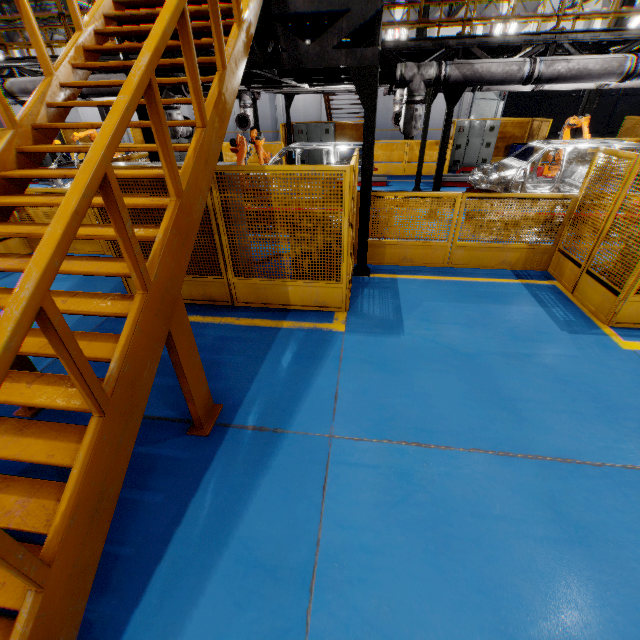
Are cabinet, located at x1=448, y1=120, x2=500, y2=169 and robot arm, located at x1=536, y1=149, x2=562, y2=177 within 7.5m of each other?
yes

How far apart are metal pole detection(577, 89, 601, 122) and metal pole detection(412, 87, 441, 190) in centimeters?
821cm

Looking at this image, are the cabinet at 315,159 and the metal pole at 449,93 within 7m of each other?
no

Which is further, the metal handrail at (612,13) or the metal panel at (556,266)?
the metal handrail at (612,13)

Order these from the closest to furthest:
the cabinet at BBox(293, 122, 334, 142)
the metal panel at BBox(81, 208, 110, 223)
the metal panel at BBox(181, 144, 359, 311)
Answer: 1. the metal panel at BBox(181, 144, 359, 311)
2. the metal panel at BBox(81, 208, 110, 223)
3. the cabinet at BBox(293, 122, 334, 142)

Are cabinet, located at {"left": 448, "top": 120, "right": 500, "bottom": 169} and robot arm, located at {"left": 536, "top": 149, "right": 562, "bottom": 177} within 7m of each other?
yes

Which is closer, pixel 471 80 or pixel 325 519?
pixel 325 519

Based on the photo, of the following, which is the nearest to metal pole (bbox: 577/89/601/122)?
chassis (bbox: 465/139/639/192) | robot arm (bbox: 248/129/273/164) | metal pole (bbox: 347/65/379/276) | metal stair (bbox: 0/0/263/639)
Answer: chassis (bbox: 465/139/639/192)
